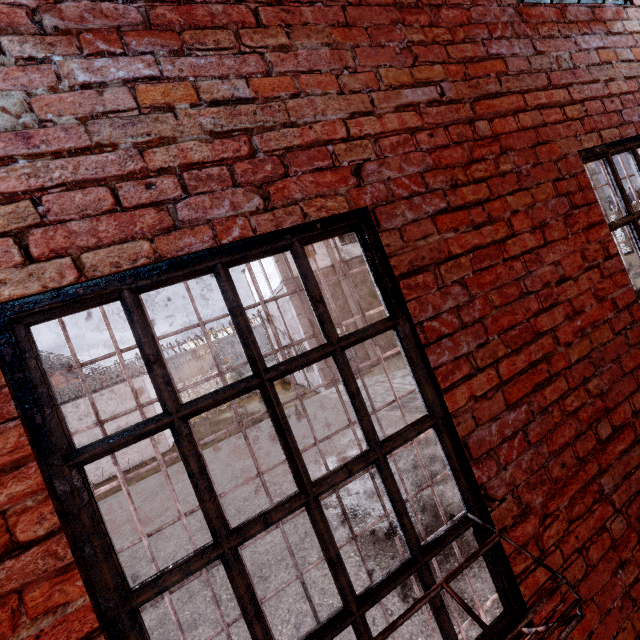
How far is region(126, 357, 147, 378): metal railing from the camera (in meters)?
16.77

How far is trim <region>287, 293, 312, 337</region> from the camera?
16.5m

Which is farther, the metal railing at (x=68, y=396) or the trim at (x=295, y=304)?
the trim at (x=295, y=304)

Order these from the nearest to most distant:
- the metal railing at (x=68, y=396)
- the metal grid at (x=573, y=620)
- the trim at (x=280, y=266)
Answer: the metal grid at (x=573, y=620)
the metal railing at (x=68, y=396)
the trim at (x=280, y=266)

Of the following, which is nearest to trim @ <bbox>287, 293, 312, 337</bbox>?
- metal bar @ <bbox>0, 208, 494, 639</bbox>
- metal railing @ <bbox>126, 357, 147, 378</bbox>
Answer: metal railing @ <bbox>126, 357, 147, 378</bbox>

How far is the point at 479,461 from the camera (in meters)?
1.44

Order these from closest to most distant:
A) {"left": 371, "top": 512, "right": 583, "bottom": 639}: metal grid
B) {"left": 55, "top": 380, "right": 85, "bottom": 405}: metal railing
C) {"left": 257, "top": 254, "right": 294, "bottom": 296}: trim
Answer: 1. {"left": 371, "top": 512, "right": 583, "bottom": 639}: metal grid
2. {"left": 55, "top": 380, "right": 85, "bottom": 405}: metal railing
3. {"left": 257, "top": 254, "right": 294, "bottom": 296}: trim
